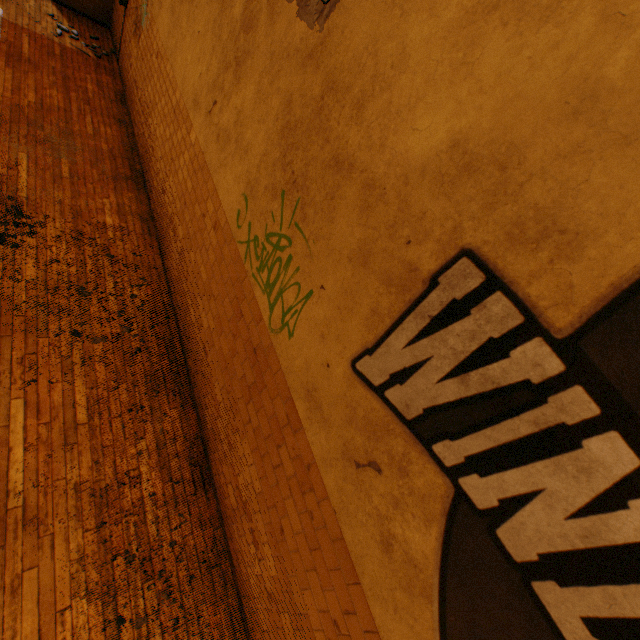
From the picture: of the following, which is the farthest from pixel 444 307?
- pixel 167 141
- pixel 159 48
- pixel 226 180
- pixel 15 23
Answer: pixel 15 23
